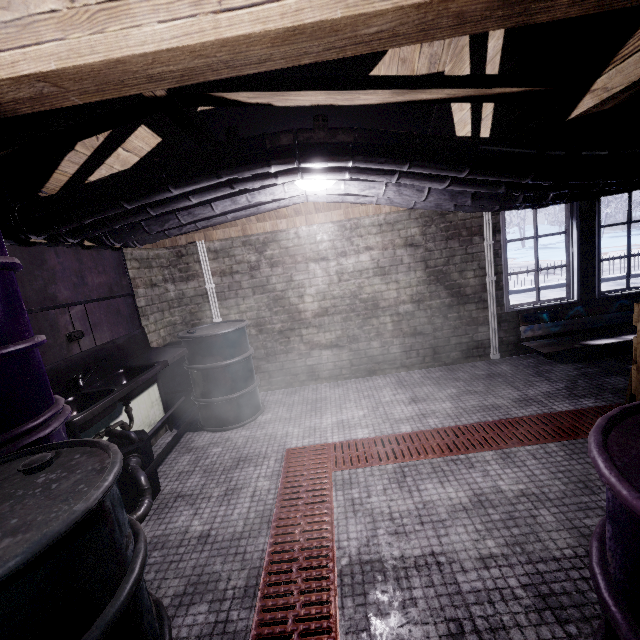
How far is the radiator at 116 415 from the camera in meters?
2.4

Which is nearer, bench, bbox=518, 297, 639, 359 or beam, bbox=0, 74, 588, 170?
beam, bbox=0, 74, 588, 170

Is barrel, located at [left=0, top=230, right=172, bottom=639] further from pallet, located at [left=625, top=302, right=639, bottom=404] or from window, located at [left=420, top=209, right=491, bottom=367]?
window, located at [left=420, top=209, right=491, bottom=367]

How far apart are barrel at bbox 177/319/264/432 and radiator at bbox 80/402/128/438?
0.4m

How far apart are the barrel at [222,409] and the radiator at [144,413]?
Answer: 0.40m

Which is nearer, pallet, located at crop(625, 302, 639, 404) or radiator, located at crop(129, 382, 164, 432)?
pallet, located at crop(625, 302, 639, 404)

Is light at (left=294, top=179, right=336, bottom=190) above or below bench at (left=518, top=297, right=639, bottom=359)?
above

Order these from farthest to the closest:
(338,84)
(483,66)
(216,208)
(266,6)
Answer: (216,208)
(483,66)
(338,84)
(266,6)
